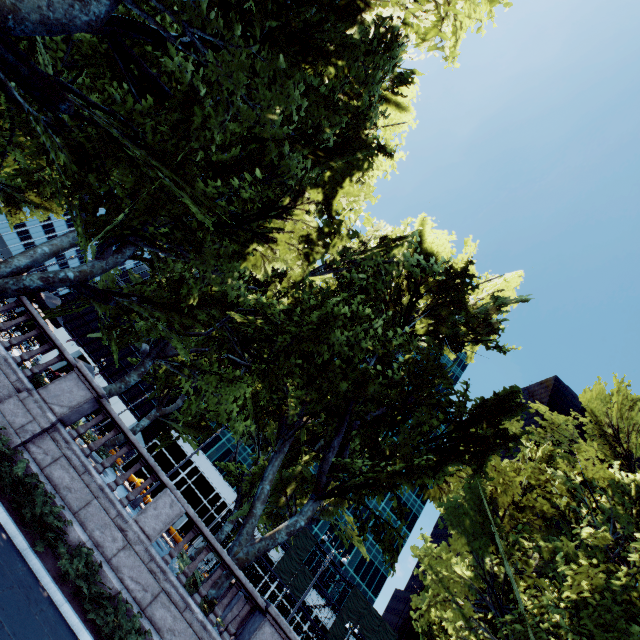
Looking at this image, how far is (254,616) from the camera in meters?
10.2

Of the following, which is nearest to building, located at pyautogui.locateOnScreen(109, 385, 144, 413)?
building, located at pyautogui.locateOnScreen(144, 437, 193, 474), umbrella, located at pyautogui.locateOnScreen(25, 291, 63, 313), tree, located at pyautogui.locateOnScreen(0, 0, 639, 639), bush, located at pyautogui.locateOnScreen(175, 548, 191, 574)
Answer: building, located at pyautogui.locateOnScreen(144, 437, 193, 474)

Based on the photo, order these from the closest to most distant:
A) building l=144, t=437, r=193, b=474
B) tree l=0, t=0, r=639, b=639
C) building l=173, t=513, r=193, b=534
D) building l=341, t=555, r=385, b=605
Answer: tree l=0, t=0, r=639, b=639 → building l=173, t=513, r=193, b=534 → building l=144, t=437, r=193, b=474 → building l=341, t=555, r=385, b=605

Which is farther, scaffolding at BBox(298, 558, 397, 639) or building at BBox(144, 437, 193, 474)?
building at BBox(144, 437, 193, 474)

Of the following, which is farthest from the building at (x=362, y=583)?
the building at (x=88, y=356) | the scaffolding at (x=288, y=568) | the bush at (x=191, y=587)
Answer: the bush at (x=191, y=587)

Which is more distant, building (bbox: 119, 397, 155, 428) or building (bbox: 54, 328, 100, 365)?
building (bbox: 54, 328, 100, 365)

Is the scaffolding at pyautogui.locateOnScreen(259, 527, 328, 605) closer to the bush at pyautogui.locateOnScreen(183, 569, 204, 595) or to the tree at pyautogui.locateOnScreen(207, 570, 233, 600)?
the tree at pyautogui.locateOnScreen(207, 570, 233, 600)

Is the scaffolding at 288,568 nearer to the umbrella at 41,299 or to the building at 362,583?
the building at 362,583
